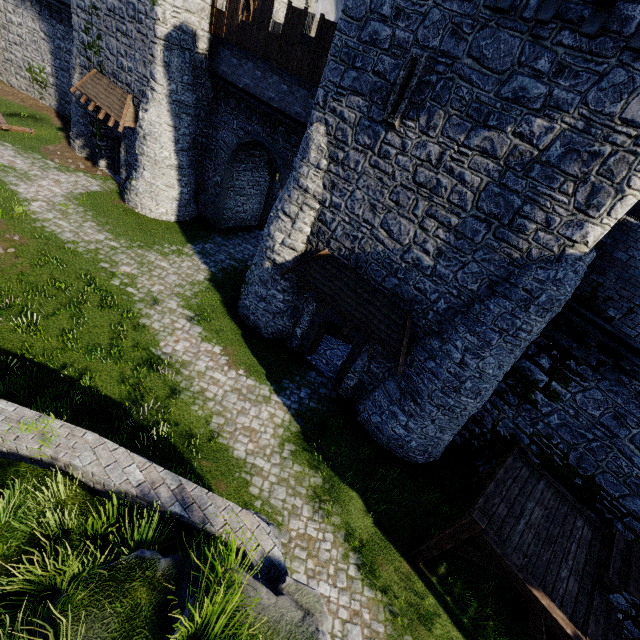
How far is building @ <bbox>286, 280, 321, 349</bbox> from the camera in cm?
1415

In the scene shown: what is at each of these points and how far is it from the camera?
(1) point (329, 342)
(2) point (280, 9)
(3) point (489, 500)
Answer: (1) building, 17.0 meters
(2) building, 18.4 meters
(3) stairs, 8.7 meters

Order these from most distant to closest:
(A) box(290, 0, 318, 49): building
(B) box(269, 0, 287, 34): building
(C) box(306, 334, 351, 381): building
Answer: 1. (B) box(269, 0, 287, 34): building
2. (A) box(290, 0, 318, 49): building
3. (C) box(306, 334, 351, 381): building

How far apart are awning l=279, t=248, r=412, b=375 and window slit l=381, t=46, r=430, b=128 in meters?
4.6 m

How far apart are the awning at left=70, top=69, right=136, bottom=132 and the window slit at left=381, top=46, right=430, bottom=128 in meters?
15.5

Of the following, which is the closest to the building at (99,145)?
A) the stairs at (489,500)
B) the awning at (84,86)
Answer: the awning at (84,86)

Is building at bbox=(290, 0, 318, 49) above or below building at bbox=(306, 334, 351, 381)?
above

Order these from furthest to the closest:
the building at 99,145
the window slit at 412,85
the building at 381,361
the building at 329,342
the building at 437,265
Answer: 1. the building at 99,145
2. the building at 329,342
3. the building at 381,361
4. the window slit at 412,85
5. the building at 437,265
